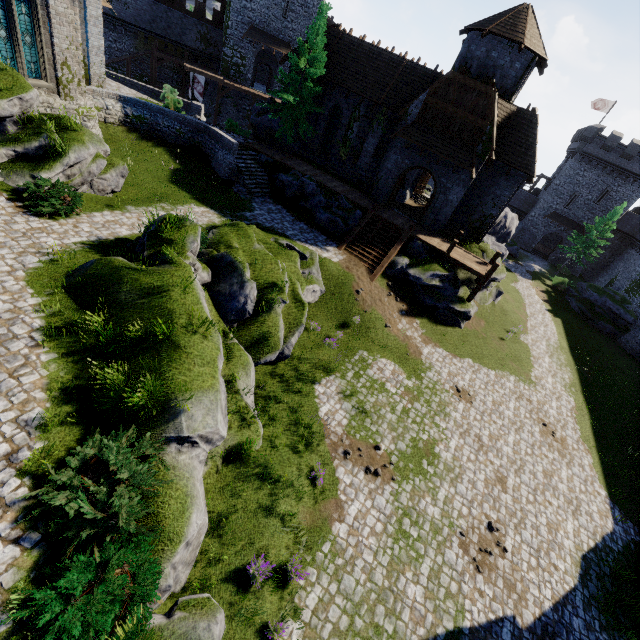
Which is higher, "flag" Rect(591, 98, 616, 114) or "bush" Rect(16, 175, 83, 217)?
"flag" Rect(591, 98, 616, 114)

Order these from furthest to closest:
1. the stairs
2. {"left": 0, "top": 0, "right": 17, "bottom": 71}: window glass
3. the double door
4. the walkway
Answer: the stairs → the double door → the walkway → {"left": 0, "top": 0, "right": 17, "bottom": 71}: window glass

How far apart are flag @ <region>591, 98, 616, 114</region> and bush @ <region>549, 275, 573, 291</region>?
24.8 meters

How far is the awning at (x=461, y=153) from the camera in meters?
20.9 m

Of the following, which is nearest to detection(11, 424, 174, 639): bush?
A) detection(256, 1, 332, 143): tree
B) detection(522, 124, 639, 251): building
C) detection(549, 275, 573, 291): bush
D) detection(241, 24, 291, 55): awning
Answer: detection(256, 1, 332, 143): tree

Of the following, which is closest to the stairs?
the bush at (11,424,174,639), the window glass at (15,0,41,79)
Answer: the window glass at (15,0,41,79)

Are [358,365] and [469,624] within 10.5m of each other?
yes

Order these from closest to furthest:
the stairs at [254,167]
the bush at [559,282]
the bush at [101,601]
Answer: the bush at [101,601]
the stairs at [254,167]
the bush at [559,282]
